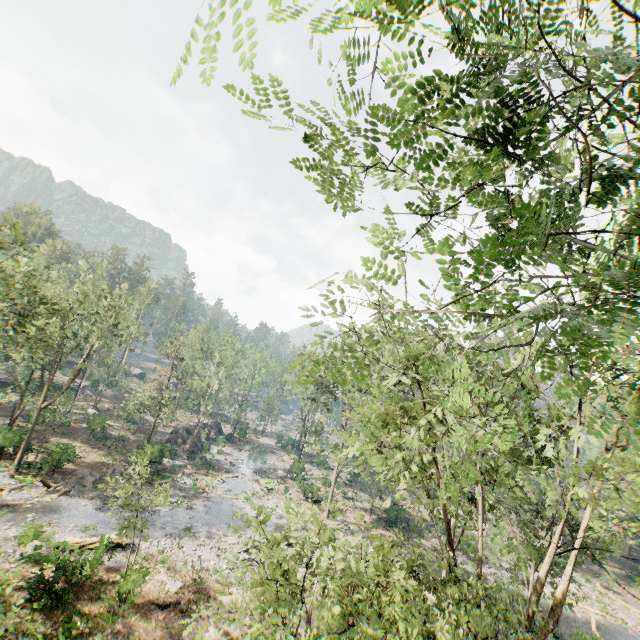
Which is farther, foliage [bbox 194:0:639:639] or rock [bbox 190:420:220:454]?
rock [bbox 190:420:220:454]

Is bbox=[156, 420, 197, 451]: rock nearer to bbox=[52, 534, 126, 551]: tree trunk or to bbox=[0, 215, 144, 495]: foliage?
bbox=[0, 215, 144, 495]: foliage

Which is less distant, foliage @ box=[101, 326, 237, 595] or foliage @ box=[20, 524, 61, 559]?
foliage @ box=[20, 524, 61, 559]

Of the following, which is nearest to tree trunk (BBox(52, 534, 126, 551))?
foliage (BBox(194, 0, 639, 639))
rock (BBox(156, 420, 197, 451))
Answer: foliage (BBox(194, 0, 639, 639))

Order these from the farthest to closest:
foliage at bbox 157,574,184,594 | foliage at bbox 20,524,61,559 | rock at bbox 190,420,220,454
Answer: rock at bbox 190,420,220,454
foliage at bbox 157,574,184,594
foliage at bbox 20,524,61,559

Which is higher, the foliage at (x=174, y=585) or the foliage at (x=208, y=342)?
the foliage at (x=208, y=342)

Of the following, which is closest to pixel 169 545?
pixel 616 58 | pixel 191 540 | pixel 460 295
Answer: pixel 191 540

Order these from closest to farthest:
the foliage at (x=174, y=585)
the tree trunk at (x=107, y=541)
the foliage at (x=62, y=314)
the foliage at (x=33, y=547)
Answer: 1. the foliage at (x=62, y=314)
2. the foliage at (x=33, y=547)
3. the tree trunk at (x=107, y=541)
4. the foliage at (x=174, y=585)
